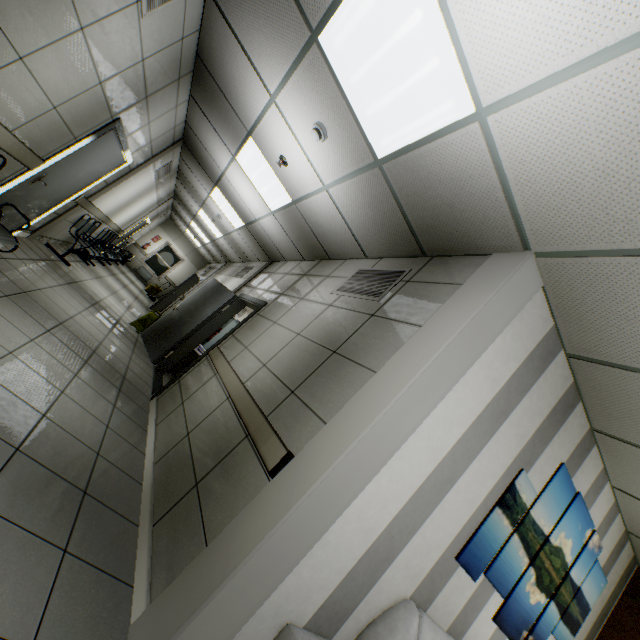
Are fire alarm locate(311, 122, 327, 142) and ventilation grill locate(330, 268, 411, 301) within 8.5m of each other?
yes

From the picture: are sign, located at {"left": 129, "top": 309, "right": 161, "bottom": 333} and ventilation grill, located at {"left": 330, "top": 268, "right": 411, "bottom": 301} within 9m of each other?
yes

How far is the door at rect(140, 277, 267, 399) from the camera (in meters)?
5.05

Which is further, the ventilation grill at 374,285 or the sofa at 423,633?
the ventilation grill at 374,285

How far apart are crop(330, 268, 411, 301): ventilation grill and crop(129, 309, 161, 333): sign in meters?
5.1

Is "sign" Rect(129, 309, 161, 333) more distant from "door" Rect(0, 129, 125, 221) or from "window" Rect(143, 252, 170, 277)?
"window" Rect(143, 252, 170, 277)

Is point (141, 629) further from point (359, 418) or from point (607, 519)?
point (607, 519)

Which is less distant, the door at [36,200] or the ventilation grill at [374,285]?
the ventilation grill at [374,285]
